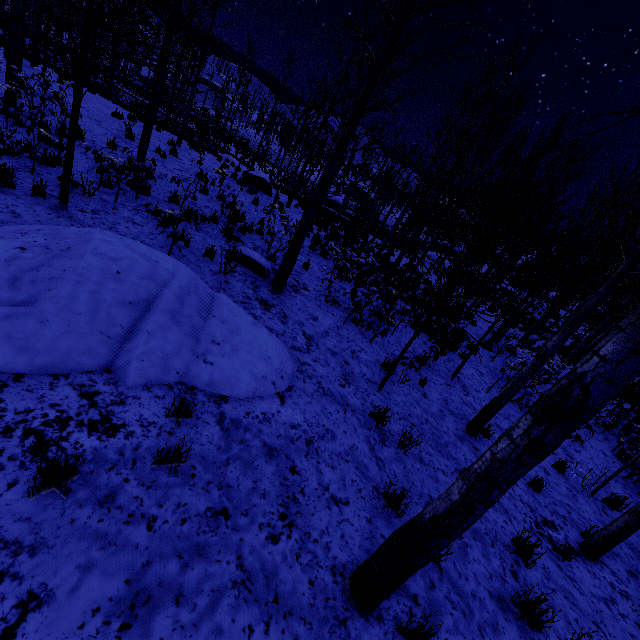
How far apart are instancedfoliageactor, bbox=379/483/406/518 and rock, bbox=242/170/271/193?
16.0 meters

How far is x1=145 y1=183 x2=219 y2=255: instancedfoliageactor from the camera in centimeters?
598cm

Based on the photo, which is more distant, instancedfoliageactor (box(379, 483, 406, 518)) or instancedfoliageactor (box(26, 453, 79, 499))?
instancedfoliageactor (box(379, 483, 406, 518))

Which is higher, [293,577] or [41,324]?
[41,324]

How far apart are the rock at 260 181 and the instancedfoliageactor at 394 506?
16.0m

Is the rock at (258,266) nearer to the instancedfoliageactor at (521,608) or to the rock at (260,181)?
the instancedfoliageactor at (521,608)

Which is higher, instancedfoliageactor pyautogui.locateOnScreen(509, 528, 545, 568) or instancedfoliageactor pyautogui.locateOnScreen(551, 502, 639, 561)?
instancedfoliageactor pyautogui.locateOnScreen(551, 502, 639, 561)

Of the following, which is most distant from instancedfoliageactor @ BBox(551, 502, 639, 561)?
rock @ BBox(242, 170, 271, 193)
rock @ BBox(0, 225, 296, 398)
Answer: rock @ BBox(242, 170, 271, 193)
